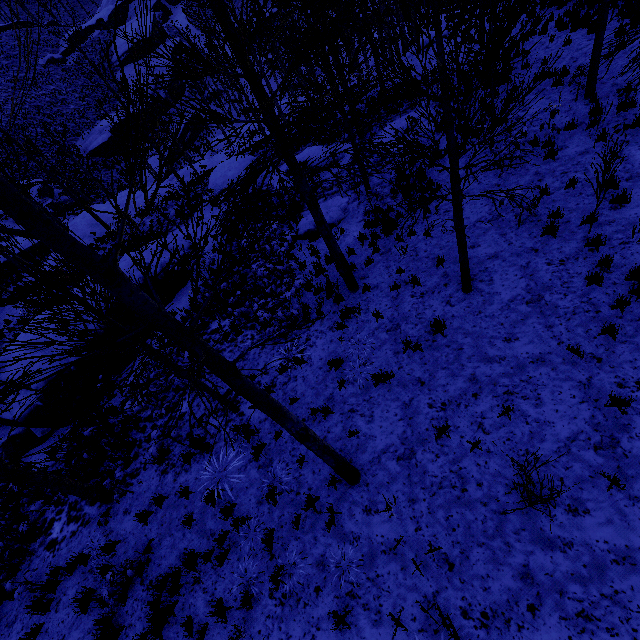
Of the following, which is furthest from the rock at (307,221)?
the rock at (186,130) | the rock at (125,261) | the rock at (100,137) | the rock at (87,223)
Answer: the rock at (100,137)

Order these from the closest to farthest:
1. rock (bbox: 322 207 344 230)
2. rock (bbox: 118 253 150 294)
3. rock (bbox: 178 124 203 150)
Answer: rock (bbox: 322 207 344 230), rock (bbox: 118 253 150 294), rock (bbox: 178 124 203 150)

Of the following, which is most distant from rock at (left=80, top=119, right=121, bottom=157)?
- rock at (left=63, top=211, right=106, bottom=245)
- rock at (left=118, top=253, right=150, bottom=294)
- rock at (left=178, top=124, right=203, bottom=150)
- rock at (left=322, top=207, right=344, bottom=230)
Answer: rock at (left=322, top=207, right=344, bottom=230)

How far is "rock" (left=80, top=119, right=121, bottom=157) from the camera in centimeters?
4856cm

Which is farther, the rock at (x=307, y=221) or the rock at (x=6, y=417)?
the rock at (x=307, y=221)

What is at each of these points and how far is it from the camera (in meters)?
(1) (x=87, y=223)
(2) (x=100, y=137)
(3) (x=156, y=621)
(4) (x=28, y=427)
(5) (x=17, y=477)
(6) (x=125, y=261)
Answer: (1) rock, 26.84
(2) rock, 49.22
(3) instancedfoliageactor, 5.72
(4) rock, 10.86
(5) instancedfoliageactor, 5.47
(6) rock, 13.11

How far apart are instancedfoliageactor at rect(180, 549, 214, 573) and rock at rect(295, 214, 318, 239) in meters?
6.2 m

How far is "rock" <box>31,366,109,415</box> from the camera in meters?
10.6 m
